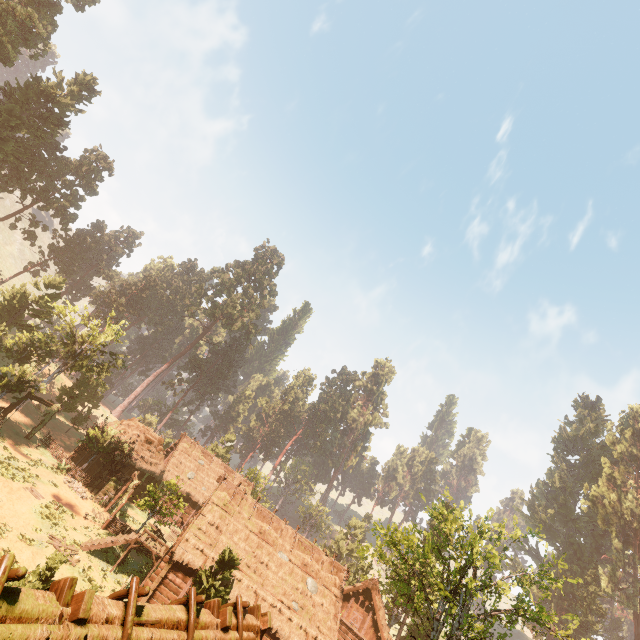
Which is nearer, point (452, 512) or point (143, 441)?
point (143, 441)

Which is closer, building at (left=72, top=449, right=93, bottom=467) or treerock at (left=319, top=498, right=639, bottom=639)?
treerock at (left=319, top=498, right=639, bottom=639)

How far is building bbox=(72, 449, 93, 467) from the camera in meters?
33.2 m

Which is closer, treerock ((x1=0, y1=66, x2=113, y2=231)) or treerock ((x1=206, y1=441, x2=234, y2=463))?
treerock ((x1=0, y1=66, x2=113, y2=231))

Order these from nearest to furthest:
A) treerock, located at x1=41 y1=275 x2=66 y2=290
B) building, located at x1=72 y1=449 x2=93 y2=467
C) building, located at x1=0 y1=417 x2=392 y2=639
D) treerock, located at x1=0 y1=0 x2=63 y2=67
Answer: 1. building, located at x1=0 y1=417 x2=392 y2=639
2. building, located at x1=72 y1=449 x2=93 y2=467
3. treerock, located at x1=0 y1=0 x2=63 y2=67
4. treerock, located at x1=41 y1=275 x2=66 y2=290

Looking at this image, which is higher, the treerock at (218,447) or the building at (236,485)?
the treerock at (218,447)

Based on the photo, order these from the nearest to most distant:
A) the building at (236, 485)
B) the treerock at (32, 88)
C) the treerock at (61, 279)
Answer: the building at (236, 485) < the treerock at (32, 88) < the treerock at (61, 279)
